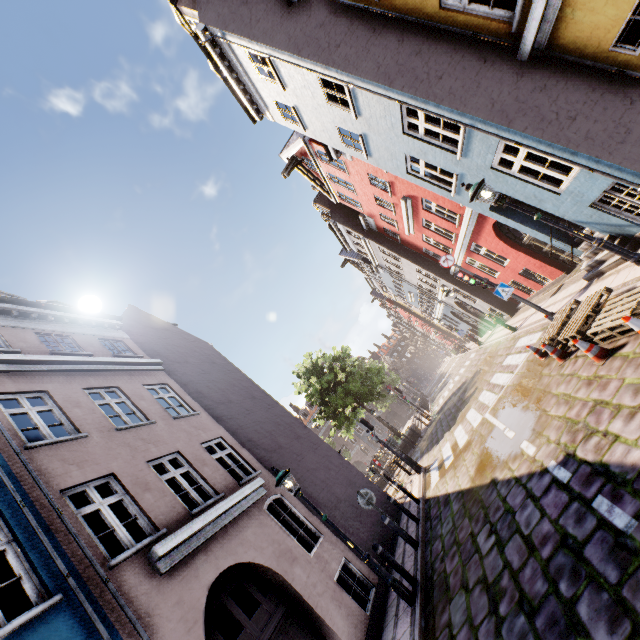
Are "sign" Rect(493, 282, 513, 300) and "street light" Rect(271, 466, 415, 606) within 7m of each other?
no

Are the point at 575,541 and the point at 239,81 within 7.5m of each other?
no

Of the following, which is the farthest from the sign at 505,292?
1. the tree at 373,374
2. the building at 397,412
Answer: the building at 397,412

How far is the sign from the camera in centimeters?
1101cm

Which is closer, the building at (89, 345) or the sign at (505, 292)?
the building at (89, 345)

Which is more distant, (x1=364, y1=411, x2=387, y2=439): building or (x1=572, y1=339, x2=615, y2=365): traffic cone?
(x1=364, y1=411, x2=387, y2=439): building

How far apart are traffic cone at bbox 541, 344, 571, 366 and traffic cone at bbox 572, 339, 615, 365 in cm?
142

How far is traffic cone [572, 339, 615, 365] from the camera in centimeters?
582cm
